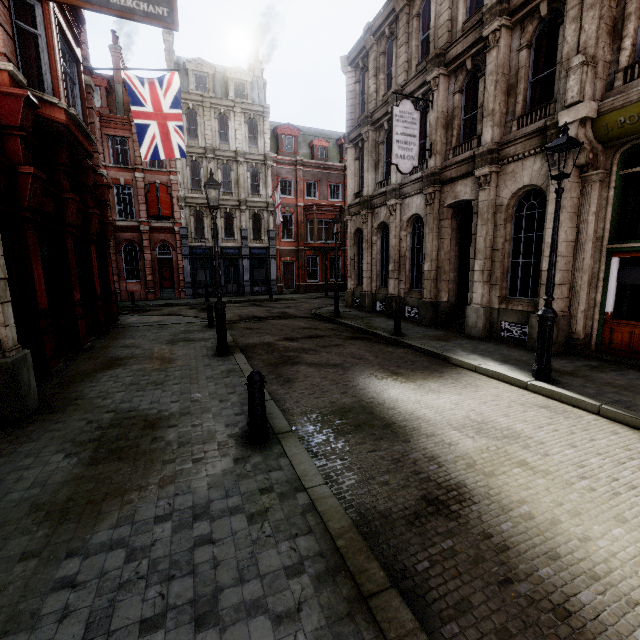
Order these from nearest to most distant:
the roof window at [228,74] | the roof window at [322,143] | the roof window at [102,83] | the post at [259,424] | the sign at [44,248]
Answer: the post at [259,424]
the sign at [44,248]
the roof window at [102,83]
the roof window at [228,74]
the roof window at [322,143]

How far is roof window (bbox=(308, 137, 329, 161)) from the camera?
31.22m

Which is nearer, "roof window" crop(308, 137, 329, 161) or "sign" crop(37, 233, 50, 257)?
"sign" crop(37, 233, 50, 257)

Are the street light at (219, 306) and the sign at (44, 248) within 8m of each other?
yes

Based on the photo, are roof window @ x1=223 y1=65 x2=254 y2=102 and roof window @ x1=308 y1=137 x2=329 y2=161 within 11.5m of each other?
yes

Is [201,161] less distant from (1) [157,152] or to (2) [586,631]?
(1) [157,152]

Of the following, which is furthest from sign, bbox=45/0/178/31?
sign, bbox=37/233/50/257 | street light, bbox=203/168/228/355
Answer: sign, bbox=37/233/50/257

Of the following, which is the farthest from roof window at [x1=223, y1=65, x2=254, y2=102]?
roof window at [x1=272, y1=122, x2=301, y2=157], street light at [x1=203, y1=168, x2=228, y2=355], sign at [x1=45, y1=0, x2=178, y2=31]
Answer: sign at [x1=45, y1=0, x2=178, y2=31]
